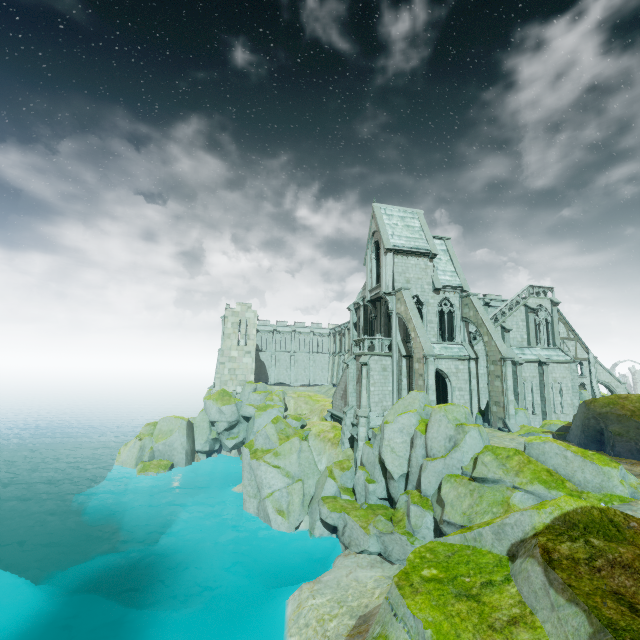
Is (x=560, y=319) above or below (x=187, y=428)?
above

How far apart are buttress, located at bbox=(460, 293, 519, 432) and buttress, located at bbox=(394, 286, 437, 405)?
5.9m

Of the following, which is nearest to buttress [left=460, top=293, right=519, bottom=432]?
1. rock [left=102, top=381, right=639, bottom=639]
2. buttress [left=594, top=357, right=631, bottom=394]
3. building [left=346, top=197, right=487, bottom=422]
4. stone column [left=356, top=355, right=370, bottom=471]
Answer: building [left=346, top=197, right=487, bottom=422]

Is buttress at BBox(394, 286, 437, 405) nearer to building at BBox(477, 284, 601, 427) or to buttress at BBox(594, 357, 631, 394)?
building at BBox(477, 284, 601, 427)

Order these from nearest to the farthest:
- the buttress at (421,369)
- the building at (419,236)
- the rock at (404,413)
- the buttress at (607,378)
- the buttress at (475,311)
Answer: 1. the rock at (404,413)
2. the buttress at (421,369)
3. the buttress at (475,311)
4. the building at (419,236)
5. the buttress at (607,378)

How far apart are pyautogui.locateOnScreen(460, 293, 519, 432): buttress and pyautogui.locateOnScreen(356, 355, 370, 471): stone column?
9.7m

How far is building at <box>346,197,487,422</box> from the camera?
28.3 meters

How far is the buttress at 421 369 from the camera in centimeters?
2355cm
